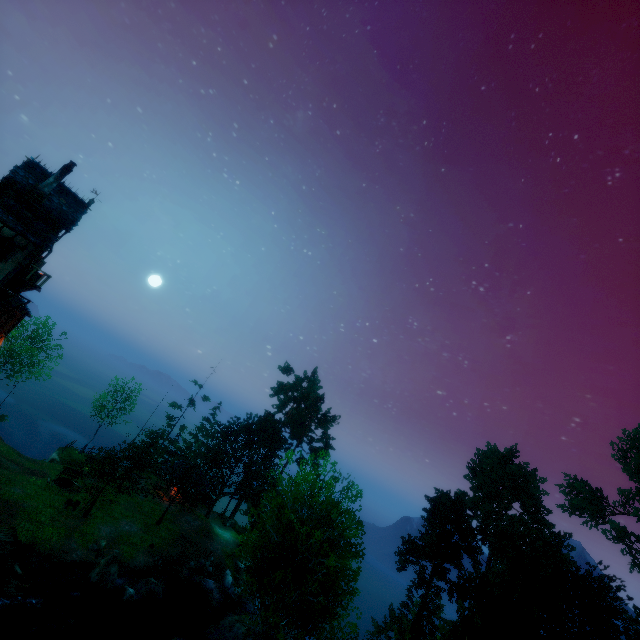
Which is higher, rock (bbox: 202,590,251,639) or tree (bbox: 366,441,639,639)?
tree (bbox: 366,441,639,639)

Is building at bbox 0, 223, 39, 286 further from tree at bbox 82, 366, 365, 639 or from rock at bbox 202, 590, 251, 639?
rock at bbox 202, 590, 251, 639

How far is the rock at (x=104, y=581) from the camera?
23.72m

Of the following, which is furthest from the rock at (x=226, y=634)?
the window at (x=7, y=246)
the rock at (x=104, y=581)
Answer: the window at (x=7, y=246)

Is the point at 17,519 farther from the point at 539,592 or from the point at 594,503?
the point at 594,503

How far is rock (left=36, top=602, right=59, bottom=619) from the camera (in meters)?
20.14

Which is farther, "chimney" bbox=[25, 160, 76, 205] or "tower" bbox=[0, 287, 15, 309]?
"chimney" bbox=[25, 160, 76, 205]

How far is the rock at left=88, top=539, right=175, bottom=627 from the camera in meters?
23.7 m
